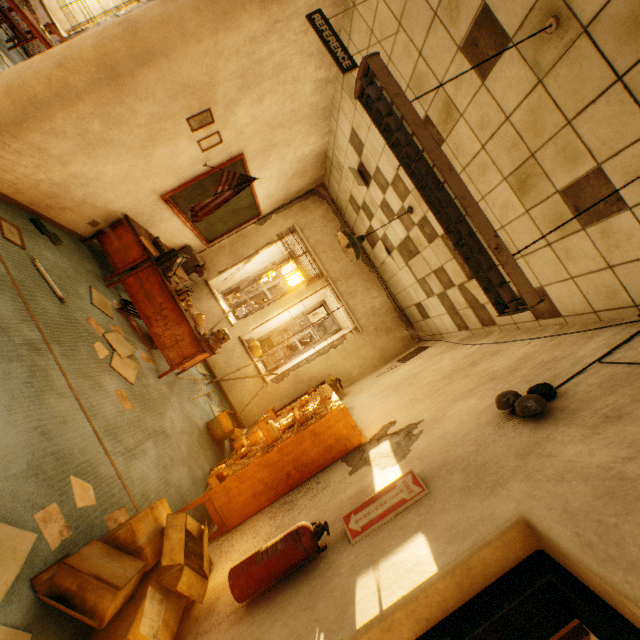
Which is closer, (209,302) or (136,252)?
(136,252)

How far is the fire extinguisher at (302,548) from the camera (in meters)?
1.77

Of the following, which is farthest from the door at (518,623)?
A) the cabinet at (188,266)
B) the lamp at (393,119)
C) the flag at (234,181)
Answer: the cabinet at (188,266)

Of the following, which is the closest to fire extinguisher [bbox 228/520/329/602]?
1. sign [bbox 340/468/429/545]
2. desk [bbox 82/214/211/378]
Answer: sign [bbox 340/468/429/545]

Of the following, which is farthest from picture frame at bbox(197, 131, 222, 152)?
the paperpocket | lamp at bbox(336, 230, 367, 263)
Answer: lamp at bbox(336, 230, 367, 263)

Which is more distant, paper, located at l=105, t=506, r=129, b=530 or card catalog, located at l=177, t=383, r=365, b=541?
card catalog, located at l=177, t=383, r=365, b=541

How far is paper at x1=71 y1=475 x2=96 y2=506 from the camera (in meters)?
2.14

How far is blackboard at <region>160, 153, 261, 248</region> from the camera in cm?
452
